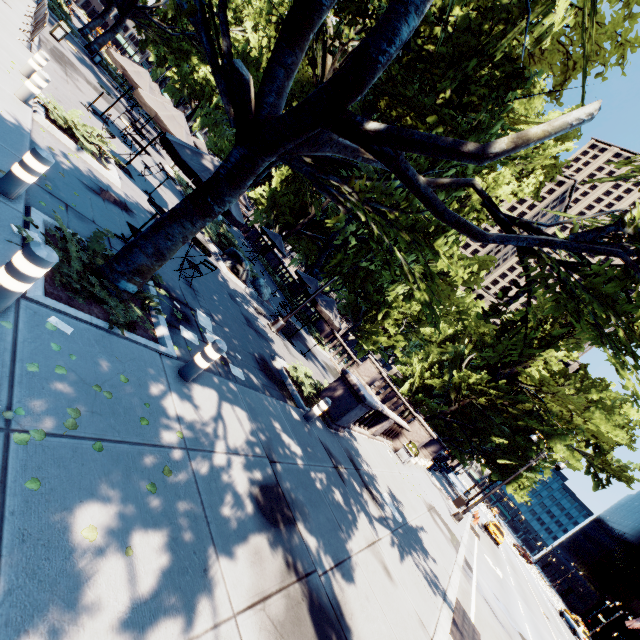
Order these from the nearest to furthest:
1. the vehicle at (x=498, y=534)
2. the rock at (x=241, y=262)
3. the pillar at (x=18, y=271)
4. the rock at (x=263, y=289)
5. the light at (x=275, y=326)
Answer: the pillar at (x=18, y=271)
the light at (x=275, y=326)
the rock at (x=241, y=262)
the rock at (x=263, y=289)
the vehicle at (x=498, y=534)

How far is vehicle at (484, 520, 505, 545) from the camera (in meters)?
33.69

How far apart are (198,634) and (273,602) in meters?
1.2

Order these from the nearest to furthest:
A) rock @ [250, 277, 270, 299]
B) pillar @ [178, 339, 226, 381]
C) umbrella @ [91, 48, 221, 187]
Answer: pillar @ [178, 339, 226, 381], umbrella @ [91, 48, 221, 187], rock @ [250, 277, 270, 299]

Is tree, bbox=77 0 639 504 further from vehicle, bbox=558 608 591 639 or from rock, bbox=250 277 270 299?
vehicle, bbox=558 608 591 639

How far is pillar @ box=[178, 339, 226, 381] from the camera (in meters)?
5.30

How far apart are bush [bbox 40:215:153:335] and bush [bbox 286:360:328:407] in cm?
573

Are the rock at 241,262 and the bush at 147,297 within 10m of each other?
yes
